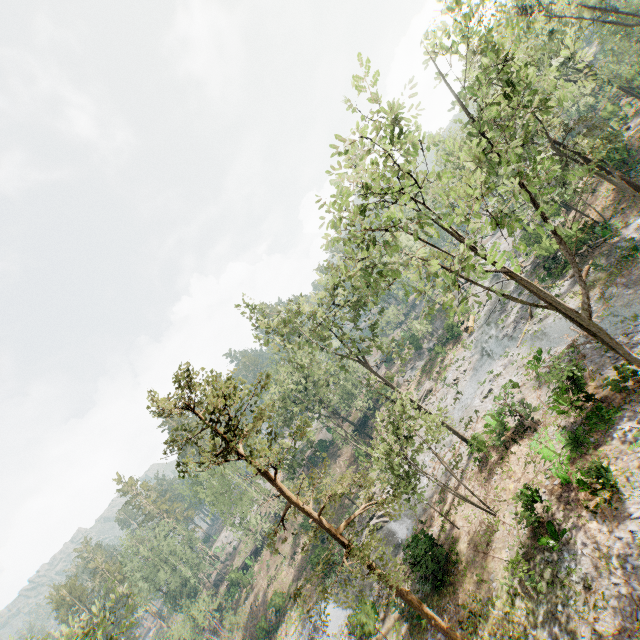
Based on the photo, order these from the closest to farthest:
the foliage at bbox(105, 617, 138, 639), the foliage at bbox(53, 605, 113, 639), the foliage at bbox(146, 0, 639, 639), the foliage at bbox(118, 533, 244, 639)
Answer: the foliage at bbox(146, 0, 639, 639) < the foliage at bbox(53, 605, 113, 639) < the foliage at bbox(105, 617, 138, 639) < the foliage at bbox(118, 533, 244, 639)

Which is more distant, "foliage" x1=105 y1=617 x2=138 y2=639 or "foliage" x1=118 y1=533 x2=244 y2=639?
"foliage" x1=118 y1=533 x2=244 y2=639

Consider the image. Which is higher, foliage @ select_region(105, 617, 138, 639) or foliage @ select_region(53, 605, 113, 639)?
foliage @ select_region(53, 605, 113, 639)

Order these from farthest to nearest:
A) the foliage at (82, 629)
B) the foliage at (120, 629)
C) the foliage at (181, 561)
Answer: the foliage at (181, 561) → the foliage at (120, 629) → the foliage at (82, 629)

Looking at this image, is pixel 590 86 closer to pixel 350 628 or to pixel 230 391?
pixel 230 391

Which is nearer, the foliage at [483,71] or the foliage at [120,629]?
the foliage at [483,71]
